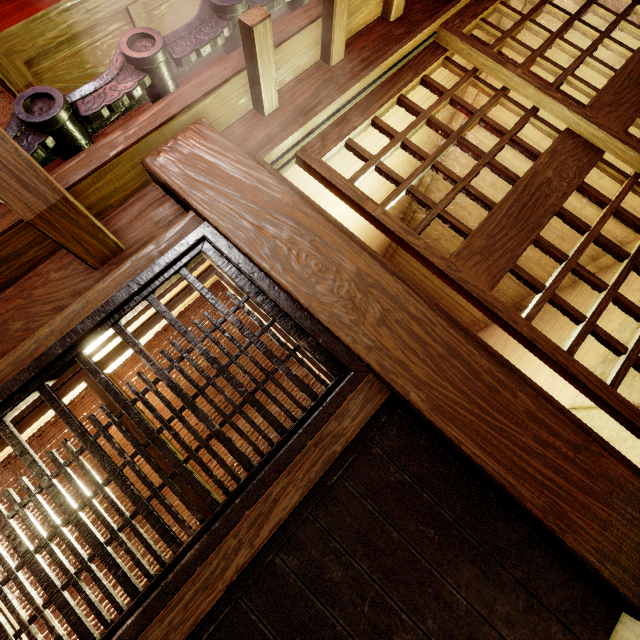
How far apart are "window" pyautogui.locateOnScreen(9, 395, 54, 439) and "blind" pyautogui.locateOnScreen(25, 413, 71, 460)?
0.1 meters

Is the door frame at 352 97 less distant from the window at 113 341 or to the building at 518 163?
the building at 518 163

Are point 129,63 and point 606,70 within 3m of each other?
no

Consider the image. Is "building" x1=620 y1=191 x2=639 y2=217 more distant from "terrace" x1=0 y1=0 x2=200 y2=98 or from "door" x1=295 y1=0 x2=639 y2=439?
"terrace" x1=0 y1=0 x2=200 y2=98

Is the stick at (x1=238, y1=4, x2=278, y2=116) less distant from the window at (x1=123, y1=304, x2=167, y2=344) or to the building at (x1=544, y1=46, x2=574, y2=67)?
the building at (x1=544, y1=46, x2=574, y2=67)

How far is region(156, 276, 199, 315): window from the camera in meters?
3.2

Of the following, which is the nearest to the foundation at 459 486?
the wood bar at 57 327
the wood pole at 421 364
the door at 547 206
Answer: the wood pole at 421 364
